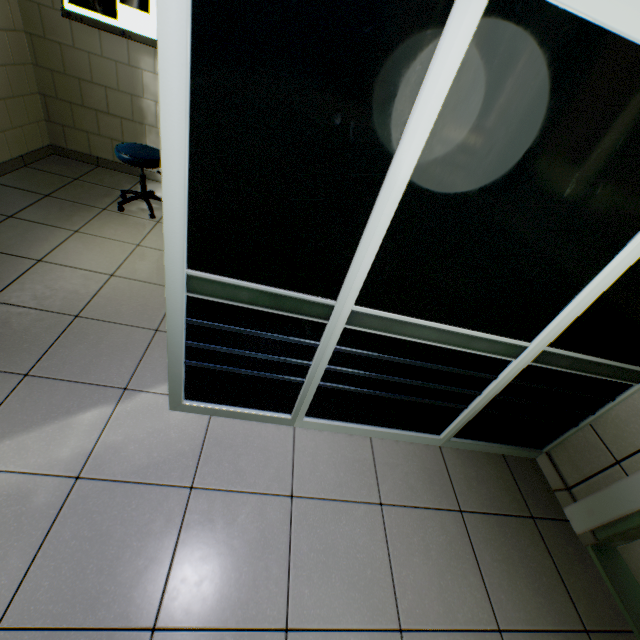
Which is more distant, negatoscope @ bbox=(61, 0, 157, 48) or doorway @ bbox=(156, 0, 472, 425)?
negatoscope @ bbox=(61, 0, 157, 48)

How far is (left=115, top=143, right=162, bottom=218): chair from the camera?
2.93m

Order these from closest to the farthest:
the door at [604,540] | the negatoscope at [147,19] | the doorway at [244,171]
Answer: the doorway at [244,171] → the door at [604,540] → the negatoscope at [147,19]

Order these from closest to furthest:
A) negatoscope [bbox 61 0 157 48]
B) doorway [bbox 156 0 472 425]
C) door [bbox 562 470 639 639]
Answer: doorway [bbox 156 0 472 425] < door [bbox 562 470 639 639] < negatoscope [bbox 61 0 157 48]

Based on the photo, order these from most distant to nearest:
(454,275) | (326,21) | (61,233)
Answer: (61,233)
(454,275)
(326,21)

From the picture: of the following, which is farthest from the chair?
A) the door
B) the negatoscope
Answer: the door

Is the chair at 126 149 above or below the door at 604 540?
above

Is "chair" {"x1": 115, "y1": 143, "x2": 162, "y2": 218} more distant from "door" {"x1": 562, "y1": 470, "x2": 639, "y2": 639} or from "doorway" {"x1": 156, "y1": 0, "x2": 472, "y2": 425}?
"door" {"x1": 562, "y1": 470, "x2": 639, "y2": 639}
